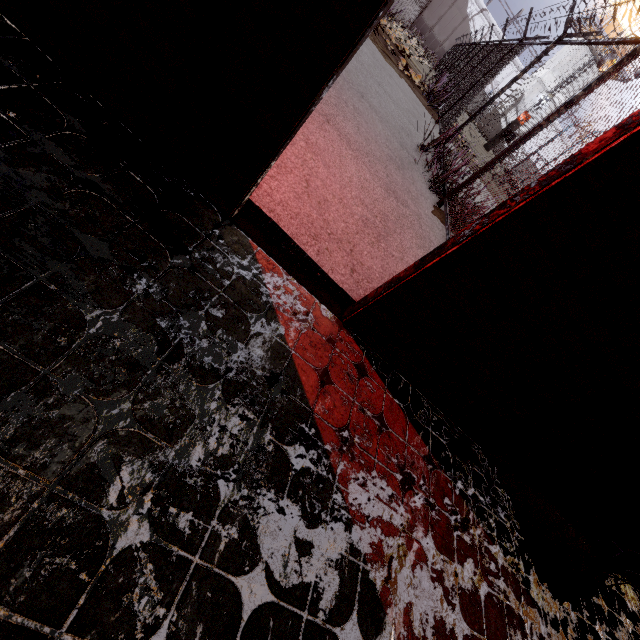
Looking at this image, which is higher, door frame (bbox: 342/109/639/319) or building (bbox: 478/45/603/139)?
building (bbox: 478/45/603/139)

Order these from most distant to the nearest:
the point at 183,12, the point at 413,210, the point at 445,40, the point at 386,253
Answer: the point at 445,40 → the point at 413,210 → the point at 386,253 → the point at 183,12

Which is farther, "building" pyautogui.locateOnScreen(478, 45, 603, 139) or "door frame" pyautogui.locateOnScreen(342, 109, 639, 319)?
"building" pyautogui.locateOnScreen(478, 45, 603, 139)

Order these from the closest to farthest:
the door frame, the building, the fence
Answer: the door frame < the fence < the building

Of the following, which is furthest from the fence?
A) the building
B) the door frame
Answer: the building

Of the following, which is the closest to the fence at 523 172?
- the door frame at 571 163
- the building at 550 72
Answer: the door frame at 571 163

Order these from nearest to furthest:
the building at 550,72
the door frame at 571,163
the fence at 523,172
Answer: the door frame at 571,163 → the fence at 523,172 → the building at 550,72

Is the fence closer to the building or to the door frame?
the door frame
